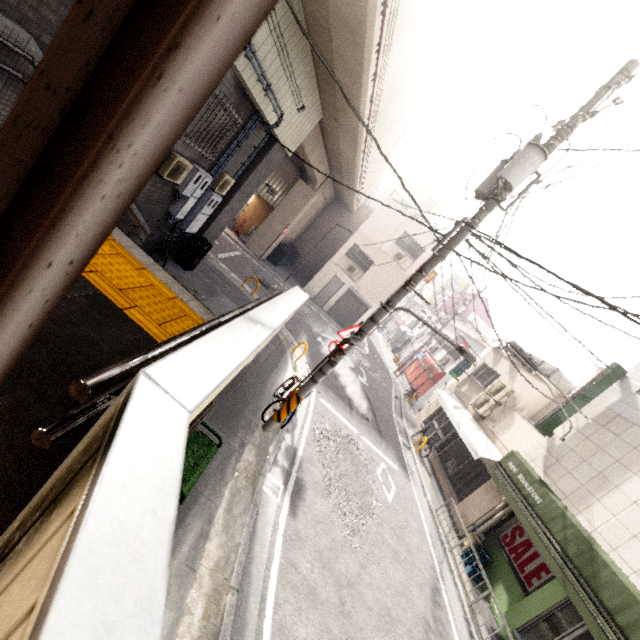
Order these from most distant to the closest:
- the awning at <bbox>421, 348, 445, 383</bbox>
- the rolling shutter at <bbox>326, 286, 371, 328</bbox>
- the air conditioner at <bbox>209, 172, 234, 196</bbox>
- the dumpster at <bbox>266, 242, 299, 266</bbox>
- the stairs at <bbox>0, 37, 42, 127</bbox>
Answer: the rolling shutter at <bbox>326, 286, 371, 328</bbox>, the dumpster at <bbox>266, 242, 299, 266</bbox>, the awning at <bbox>421, 348, 445, 383</bbox>, the air conditioner at <bbox>209, 172, 234, 196</bbox>, the stairs at <bbox>0, 37, 42, 127</bbox>

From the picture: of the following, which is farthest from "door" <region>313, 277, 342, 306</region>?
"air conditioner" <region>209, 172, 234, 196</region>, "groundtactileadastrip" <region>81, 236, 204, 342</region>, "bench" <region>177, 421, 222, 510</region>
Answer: "groundtactileadastrip" <region>81, 236, 204, 342</region>

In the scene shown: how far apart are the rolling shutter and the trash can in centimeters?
1352cm

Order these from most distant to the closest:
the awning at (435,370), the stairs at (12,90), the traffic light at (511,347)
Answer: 1. the awning at (435,370)
2. the traffic light at (511,347)
3. the stairs at (12,90)

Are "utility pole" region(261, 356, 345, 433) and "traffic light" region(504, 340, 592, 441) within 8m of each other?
yes

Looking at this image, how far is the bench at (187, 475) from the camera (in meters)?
4.12

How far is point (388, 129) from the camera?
12.73m

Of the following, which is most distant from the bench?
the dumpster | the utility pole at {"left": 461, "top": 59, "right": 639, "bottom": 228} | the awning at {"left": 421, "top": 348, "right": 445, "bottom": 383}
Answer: the awning at {"left": 421, "top": 348, "right": 445, "bottom": 383}
